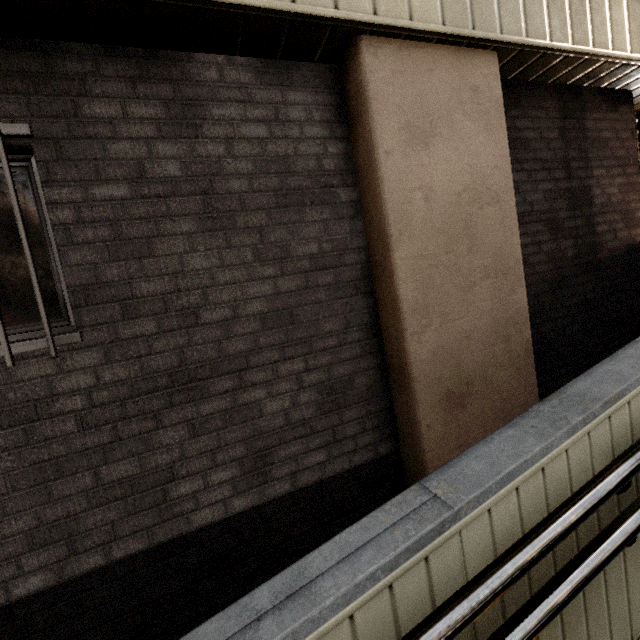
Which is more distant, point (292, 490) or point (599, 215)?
point (599, 215)

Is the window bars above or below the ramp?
above

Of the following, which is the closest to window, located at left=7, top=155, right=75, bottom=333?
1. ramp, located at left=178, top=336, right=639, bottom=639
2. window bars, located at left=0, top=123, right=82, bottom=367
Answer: window bars, located at left=0, top=123, right=82, bottom=367

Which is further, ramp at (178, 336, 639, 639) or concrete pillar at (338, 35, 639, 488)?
concrete pillar at (338, 35, 639, 488)

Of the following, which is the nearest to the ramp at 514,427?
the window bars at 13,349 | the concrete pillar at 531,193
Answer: the concrete pillar at 531,193

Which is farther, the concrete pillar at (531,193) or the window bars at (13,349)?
the concrete pillar at (531,193)

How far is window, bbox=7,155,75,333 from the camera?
1.9m

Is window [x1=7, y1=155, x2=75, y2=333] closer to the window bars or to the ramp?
the window bars
